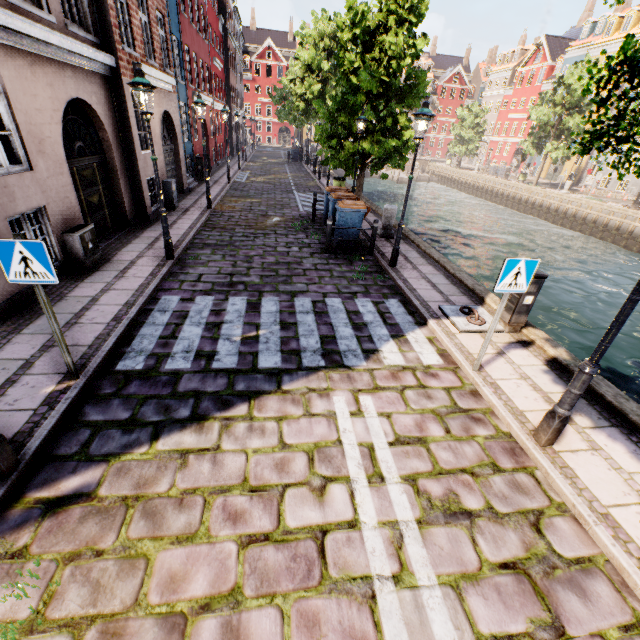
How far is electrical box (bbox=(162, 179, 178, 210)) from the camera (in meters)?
12.15

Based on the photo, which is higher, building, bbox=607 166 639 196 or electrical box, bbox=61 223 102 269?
building, bbox=607 166 639 196

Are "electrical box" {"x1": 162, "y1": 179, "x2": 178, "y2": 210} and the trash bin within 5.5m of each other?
no

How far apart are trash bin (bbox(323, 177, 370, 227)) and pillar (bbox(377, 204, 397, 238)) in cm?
95

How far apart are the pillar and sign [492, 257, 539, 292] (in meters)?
7.45

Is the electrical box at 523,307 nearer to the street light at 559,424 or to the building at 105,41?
the street light at 559,424

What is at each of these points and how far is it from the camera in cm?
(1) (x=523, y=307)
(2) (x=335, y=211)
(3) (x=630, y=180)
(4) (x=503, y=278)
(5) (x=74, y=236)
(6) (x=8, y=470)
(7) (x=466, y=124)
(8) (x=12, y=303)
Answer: (1) electrical box, 605
(2) trash bin, 1094
(3) building, 3170
(4) sign, 431
(5) electrical box, 696
(6) street light, 310
(7) tree, 4209
(8) building, 562

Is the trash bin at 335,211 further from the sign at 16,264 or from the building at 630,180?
the sign at 16,264
